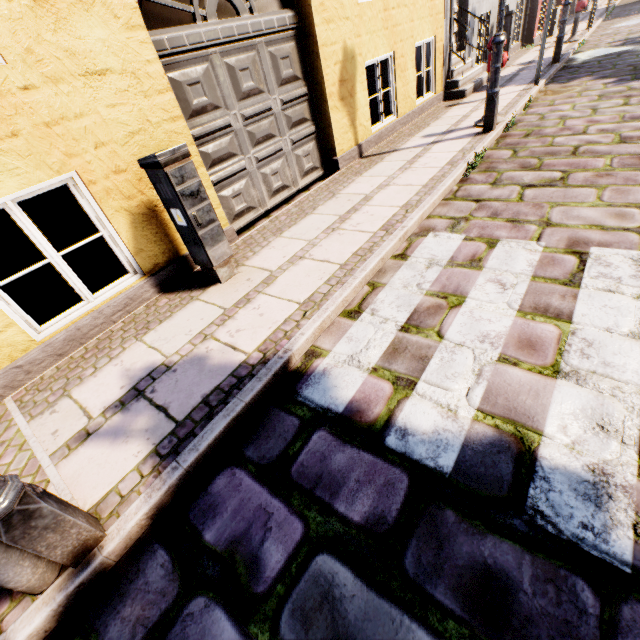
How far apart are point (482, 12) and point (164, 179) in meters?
10.9 m

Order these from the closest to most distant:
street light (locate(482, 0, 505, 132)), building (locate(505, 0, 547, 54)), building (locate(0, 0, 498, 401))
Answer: building (locate(0, 0, 498, 401)) → street light (locate(482, 0, 505, 132)) → building (locate(505, 0, 547, 54))

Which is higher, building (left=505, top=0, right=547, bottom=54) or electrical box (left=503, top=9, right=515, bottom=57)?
electrical box (left=503, top=9, right=515, bottom=57)

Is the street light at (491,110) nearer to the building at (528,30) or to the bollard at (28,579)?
the building at (528,30)

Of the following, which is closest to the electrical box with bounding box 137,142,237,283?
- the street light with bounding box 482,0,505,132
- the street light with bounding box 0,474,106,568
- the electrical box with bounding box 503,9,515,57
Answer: the street light with bounding box 0,474,106,568

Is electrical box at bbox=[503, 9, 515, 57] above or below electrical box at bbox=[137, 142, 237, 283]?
above

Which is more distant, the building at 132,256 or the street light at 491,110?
the street light at 491,110
